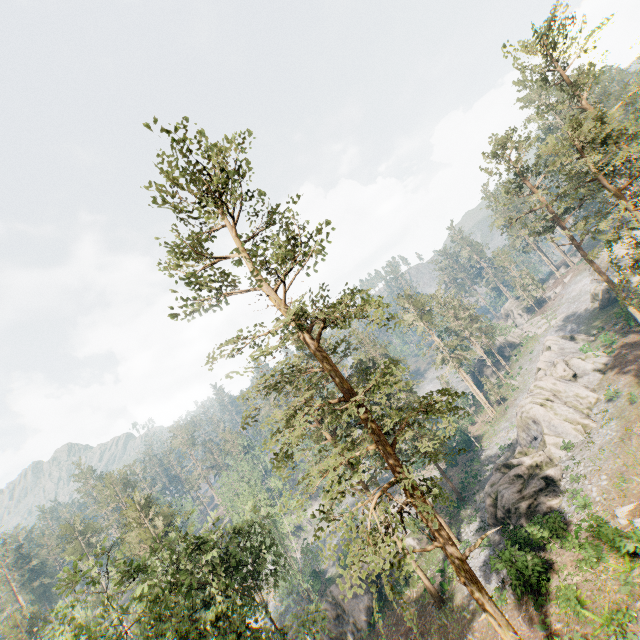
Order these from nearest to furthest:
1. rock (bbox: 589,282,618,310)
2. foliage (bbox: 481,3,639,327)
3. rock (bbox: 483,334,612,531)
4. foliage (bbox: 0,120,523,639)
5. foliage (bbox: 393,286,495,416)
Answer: foliage (bbox: 0,120,523,639)
foliage (bbox: 481,3,639,327)
rock (bbox: 483,334,612,531)
rock (bbox: 589,282,618,310)
foliage (bbox: 393,286,495,416)

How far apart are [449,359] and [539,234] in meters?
25.7 m

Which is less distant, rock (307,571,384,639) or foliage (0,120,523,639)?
foliage (0,120,523,639)

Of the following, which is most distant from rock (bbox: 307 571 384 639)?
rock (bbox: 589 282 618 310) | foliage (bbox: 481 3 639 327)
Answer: rock (bbox: 589 282 618 310)

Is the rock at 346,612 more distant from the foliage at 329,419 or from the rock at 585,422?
the rock at 585,422

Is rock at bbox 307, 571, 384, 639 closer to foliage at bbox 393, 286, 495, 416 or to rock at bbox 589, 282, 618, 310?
foliage at bbox 393, 286, 495, 416

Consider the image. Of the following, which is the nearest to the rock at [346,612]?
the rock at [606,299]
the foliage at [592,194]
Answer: the foliage at [592,194]
